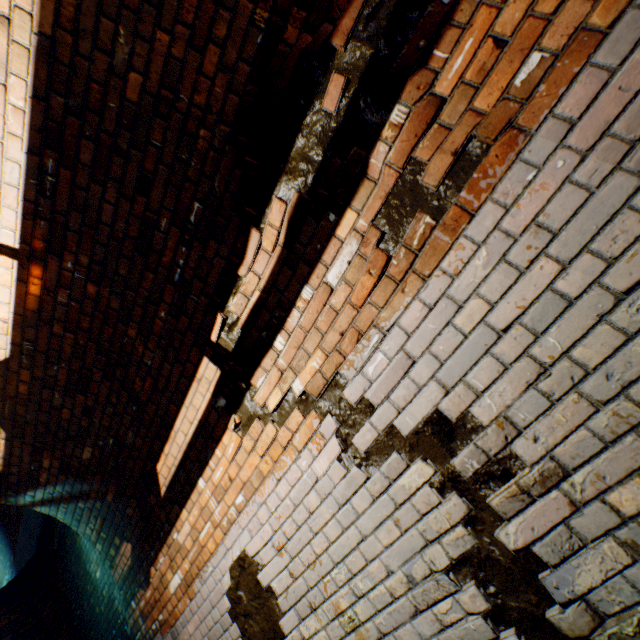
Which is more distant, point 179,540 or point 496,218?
point 179,540
